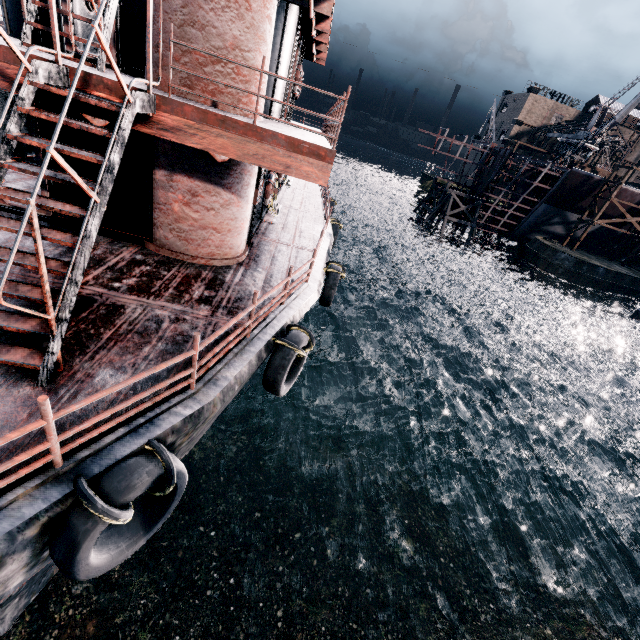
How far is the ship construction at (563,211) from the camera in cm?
4353

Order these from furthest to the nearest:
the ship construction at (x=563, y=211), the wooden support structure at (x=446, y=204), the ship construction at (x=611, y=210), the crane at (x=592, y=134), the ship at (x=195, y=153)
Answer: the wooden support structure at (x=446, y=204) → the ship construction at (x=611, y=210) → the ship construction at (x=563, y=211) → the crane at (x=592, y=134) → the ship at (x=195, y=153)

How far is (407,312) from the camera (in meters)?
33.62

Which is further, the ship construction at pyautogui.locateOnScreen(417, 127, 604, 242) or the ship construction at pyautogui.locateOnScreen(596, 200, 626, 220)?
the ship construction at pyautogui.locateOnScreen(596, 200, 626, 220)

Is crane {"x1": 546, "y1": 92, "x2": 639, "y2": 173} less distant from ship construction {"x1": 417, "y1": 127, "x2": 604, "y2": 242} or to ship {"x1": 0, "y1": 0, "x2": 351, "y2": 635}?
ship construction {"x1": 417, "y1": 127, "x2": 604, "y2": 242}

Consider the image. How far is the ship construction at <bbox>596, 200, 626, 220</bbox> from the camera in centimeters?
4457cm

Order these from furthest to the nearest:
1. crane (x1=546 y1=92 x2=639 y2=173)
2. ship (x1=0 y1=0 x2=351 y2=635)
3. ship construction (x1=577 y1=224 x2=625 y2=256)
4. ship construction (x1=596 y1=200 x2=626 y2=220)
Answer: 1. ship construction (x1=577 y1=224 x2=625 y2=256)
2. ship construction (x1=596 y1=200 x2=626 y2=220)
3. crane (x1=546 y1=92 x2=639 y2=173)
4. ship (x1=0 y1=0 x2=351 y2=635)
